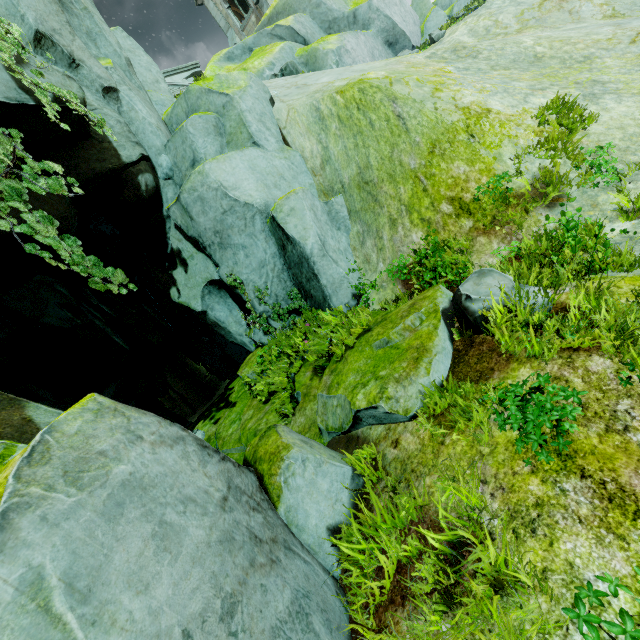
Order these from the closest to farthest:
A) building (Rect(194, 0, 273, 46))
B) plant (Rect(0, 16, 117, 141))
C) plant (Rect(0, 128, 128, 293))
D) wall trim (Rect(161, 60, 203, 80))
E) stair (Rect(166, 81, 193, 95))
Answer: plant (Rect(0, 128, 128, 293)), plant (Rect(0, 16, 117, 141)), stair (Rect(166, 81, 193, 95)), wall trim (Rect(161, 60, 203, 80)), building (Rect(194, 0, 273, 46))

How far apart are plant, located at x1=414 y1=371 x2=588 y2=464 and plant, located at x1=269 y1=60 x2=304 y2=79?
14.7m

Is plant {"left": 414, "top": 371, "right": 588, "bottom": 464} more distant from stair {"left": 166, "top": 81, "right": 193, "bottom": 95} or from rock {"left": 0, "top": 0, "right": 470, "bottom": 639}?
stair {"left": 166, "top": 81, "right": 193, "bottom": 95}

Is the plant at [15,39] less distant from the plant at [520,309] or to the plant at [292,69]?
the plant at [520,309]

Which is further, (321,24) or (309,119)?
(321,24)

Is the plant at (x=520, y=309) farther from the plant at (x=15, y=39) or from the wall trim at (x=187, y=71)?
the wall trim at (x=187, y=71)

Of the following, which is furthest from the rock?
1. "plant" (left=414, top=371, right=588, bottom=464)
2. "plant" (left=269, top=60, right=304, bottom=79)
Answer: "plant" (left=269, top=60, right=304, bottom=79)

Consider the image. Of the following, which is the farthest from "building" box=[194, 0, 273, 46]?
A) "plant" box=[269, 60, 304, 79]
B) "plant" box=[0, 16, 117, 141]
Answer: "plant" box=[0, 16, 117, 141]
